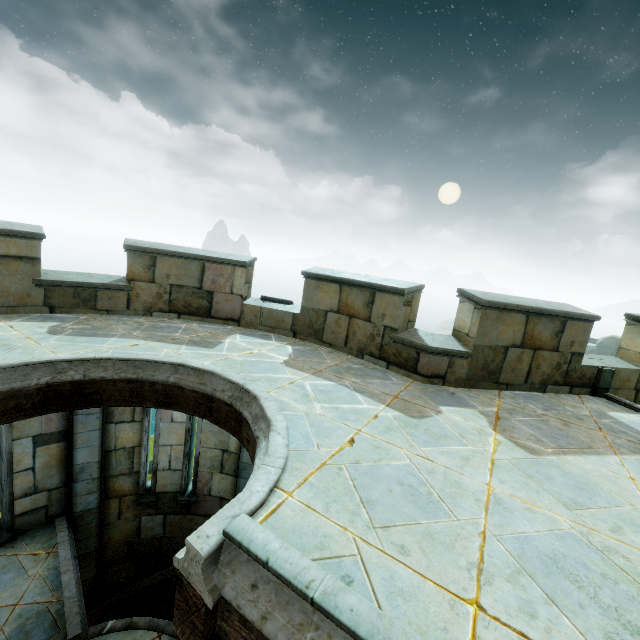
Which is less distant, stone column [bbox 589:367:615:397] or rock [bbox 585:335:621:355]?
stone column [bbox 589:367:615:397]

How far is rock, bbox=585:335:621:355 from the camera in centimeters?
3838cm

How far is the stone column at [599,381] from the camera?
5.8 meters

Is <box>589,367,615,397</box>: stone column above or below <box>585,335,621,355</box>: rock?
above

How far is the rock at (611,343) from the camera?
38.4 meters

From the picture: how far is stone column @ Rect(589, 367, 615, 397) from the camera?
5.75m

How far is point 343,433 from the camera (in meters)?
3.24
